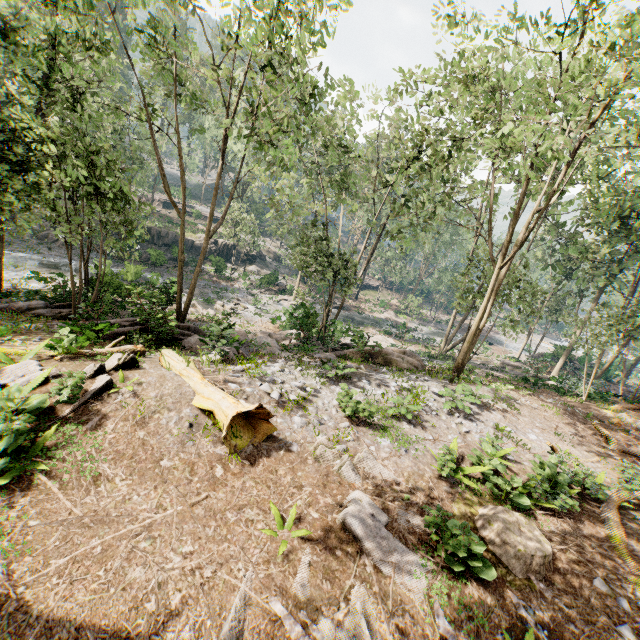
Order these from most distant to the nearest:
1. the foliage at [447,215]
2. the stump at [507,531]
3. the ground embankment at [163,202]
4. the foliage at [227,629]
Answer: the ground embankment at [163,202], the foliage at [447,215], the stump at [507,531], the foliage at [227,629]

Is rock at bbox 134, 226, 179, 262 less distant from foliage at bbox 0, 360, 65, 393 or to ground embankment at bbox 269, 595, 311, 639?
foliage at bbox 0, 360, 65, 393

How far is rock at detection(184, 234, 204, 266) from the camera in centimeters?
4031cm

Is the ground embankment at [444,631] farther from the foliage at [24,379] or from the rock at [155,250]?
the rock at [155,250]

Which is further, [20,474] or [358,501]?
[358,501]

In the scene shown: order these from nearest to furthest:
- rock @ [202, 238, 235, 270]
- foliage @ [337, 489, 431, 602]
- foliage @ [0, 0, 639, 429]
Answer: foliage @ [337, 489, 431, 602]
foliage @ [0, 0, 639, 429]
rock @ [202, 238, 235, 270]

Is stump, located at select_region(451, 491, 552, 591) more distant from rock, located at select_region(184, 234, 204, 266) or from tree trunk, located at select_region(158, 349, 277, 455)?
rock, located at select_region(184, 234, 204, 266)
